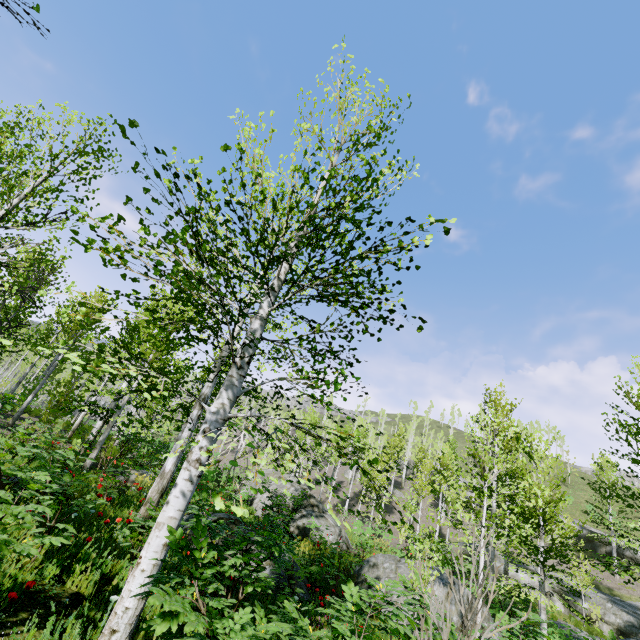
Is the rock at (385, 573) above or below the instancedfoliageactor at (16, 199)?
below

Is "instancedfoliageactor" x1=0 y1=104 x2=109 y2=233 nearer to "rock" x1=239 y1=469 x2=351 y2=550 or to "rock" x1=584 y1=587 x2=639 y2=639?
"rock" x1=584 y1=587 x2=639 y2=639

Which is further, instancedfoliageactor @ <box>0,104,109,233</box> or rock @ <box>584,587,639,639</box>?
rock @ <box>584,587,639,639</box>

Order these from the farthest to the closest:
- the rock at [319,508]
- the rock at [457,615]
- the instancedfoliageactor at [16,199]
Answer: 1. the rock at [319,508]
2. the rock at [457,615]
3. the instancedfoliageactor at [16,199]

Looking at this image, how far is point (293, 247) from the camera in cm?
421

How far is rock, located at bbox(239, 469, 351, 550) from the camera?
14.7m

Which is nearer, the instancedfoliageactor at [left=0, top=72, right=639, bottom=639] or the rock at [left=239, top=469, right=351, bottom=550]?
the instancedfoliageactor at [left=0, top=72, right=639, bottom=639]

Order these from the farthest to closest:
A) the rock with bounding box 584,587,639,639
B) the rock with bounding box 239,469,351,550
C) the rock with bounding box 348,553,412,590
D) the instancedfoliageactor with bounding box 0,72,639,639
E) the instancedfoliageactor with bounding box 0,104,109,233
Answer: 1. the rock with bounding box 584,587,639,639
2. the rock with bounding box 239,469,351,550
3. the rock with bounding box 348,553,412,590
4. the instancedfoliageactor with bounding box 0,104,109,233
5. the instancedfoliageactor with bounding box 0,72,639,639
